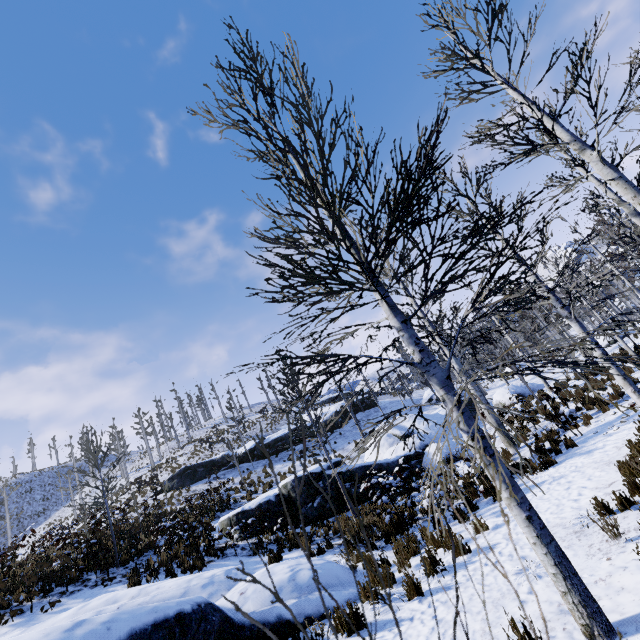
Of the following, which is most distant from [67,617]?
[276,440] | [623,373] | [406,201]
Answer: [276,440]

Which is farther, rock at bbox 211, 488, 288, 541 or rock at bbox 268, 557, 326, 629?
rock at bbox 211, 488, 288, 541

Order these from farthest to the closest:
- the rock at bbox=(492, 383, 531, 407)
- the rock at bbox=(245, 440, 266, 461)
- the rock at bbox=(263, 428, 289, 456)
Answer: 1. the rock at bbox=(263, 428, 289, 456)
2. the rock at bbox=(245, 440, 266, 461)
3. the rock at bbox=(492, 383, 531, 407)

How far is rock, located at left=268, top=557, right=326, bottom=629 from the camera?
5.46m

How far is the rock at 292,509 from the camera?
12.8m

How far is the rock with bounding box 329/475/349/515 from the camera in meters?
12.9

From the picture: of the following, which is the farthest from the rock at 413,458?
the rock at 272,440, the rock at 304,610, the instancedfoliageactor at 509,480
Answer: the rock at 272,440

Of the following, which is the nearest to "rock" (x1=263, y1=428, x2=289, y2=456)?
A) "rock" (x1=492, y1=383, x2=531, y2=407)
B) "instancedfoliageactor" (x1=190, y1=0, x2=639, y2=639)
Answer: "rock" (x1=492, y1=383, x2=531, y2=407)
